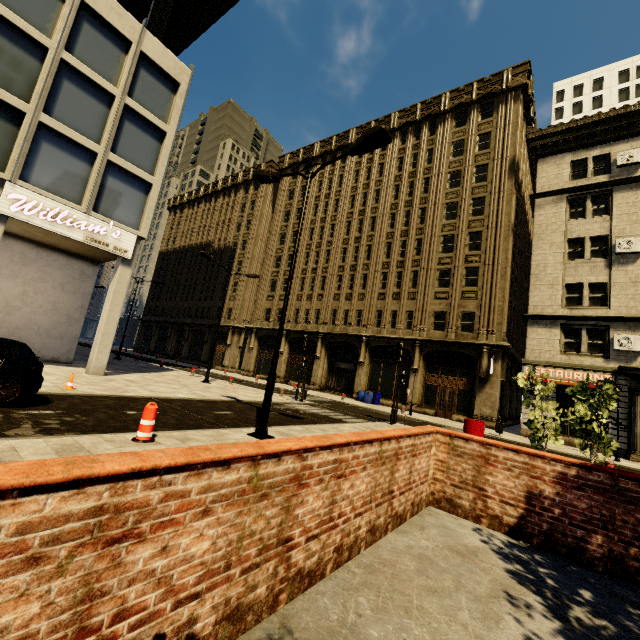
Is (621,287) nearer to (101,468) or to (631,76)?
(101,468)

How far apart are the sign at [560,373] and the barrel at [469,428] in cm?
1266

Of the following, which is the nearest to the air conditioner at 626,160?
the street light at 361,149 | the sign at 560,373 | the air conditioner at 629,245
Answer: the air conditioner at 629,245

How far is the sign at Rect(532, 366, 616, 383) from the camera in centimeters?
1879cm

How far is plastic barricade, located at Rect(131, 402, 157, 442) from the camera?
6.1 meters

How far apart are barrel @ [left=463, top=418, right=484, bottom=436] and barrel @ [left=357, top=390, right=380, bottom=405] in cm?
1525

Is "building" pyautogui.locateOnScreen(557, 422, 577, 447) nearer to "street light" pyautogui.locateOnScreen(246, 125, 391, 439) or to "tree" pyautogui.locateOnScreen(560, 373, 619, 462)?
"street light" pyautogui.locateOnScreen(246, 125, 391, 439)

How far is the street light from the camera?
8.0 meters
